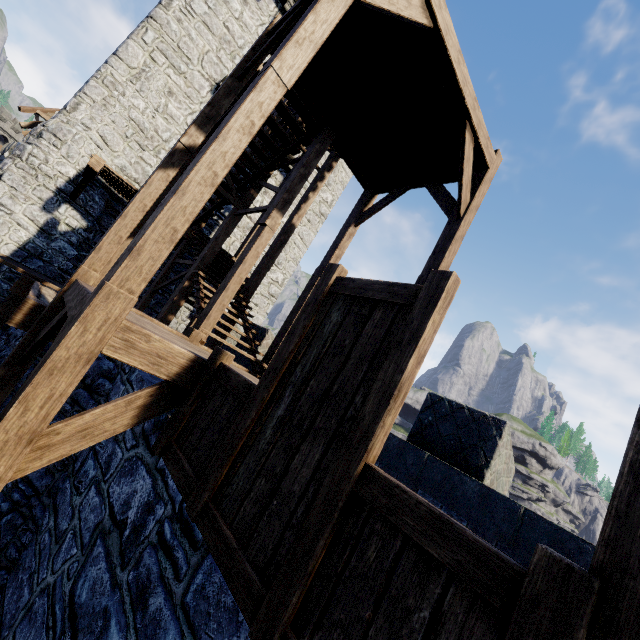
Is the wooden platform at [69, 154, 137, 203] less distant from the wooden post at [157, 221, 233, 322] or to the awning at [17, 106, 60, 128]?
the wooden post at [157, 221, 233, 322]

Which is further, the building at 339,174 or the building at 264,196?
the building at 339,174

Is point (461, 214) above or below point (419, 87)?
below

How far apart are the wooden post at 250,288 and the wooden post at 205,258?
1.2 meters

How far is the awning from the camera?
10.5m

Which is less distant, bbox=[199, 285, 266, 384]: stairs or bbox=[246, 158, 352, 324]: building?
bbox=[199, 285, 266, 384]: stairs

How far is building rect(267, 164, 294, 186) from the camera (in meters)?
14.25

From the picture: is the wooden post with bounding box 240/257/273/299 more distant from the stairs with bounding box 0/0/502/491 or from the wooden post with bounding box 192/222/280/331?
the wooden post with bounding box 192/222/280/331
